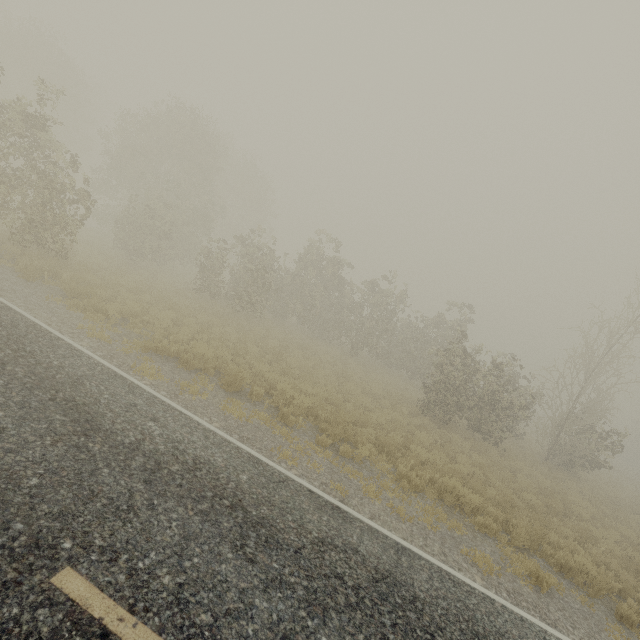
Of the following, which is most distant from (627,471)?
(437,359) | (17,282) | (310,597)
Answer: (17,282)
